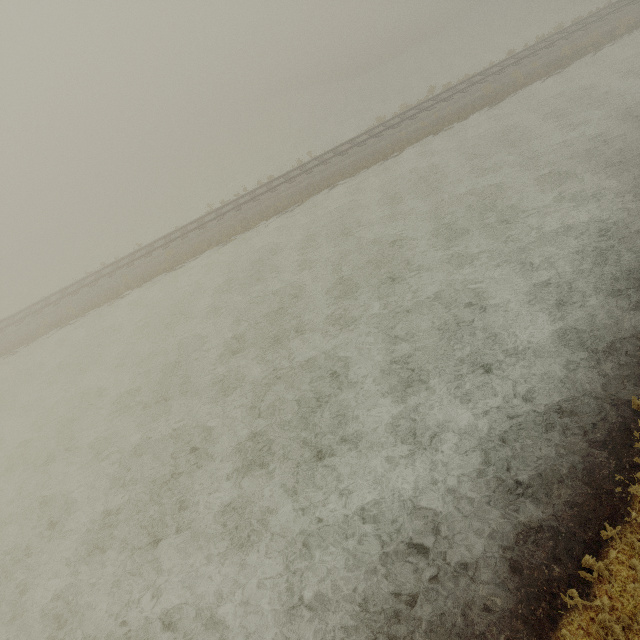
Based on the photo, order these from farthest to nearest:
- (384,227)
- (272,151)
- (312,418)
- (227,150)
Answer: (227,150) → (272,151) → (384,227) → (312,418)
